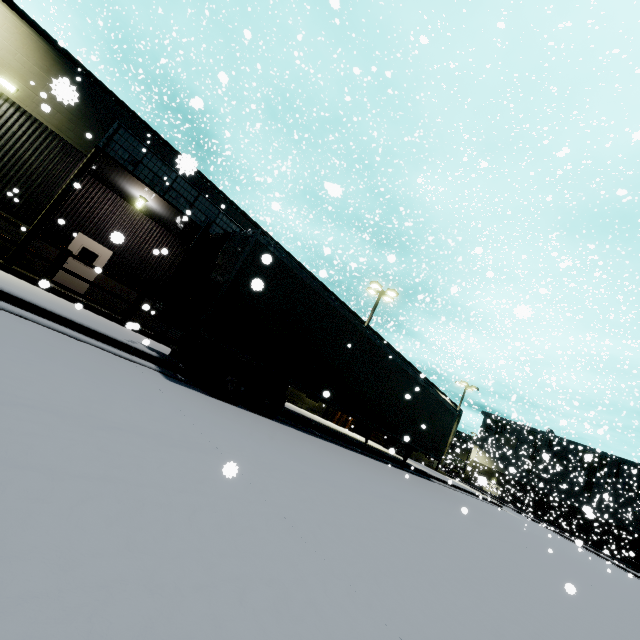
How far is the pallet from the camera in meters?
22.8 m

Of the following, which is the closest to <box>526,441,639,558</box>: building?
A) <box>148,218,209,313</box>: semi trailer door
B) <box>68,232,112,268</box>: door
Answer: <box>68,232,112,268</box>: door

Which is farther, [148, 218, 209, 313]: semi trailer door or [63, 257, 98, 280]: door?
[63, 257, 98, 280]: door

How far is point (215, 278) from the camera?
7.7m

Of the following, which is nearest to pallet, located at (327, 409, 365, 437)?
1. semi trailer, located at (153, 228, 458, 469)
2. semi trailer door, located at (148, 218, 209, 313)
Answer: semi trailer, located at (153, 228, 458, 469)

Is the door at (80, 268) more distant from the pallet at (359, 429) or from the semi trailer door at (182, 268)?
the pallet at (359, 429)

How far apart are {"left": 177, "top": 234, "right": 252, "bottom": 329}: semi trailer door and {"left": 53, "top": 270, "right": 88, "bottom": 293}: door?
10.3 meters

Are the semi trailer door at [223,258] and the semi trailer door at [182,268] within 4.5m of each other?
yes
